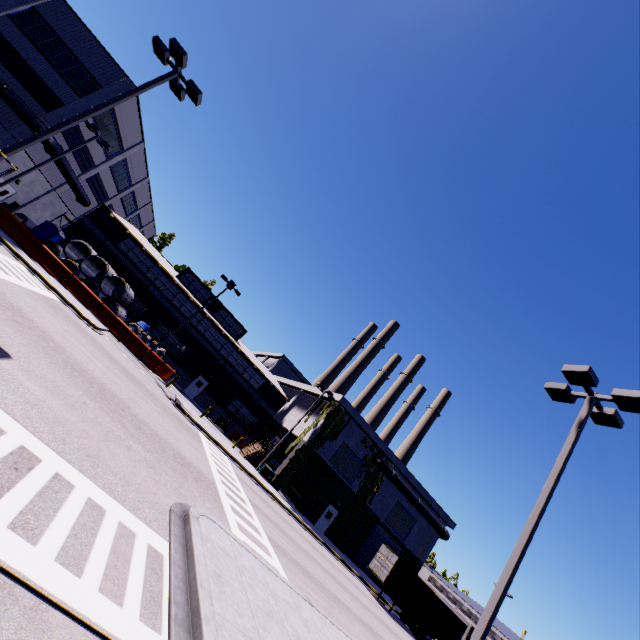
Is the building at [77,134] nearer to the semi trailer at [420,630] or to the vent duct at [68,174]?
the vent duct at [68,174]

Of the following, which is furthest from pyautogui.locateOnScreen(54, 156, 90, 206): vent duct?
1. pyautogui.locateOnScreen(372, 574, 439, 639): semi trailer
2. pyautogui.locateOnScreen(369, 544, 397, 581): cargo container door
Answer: pyautogui.locateOnScreen(369, 544, 397, 581): cargo container door

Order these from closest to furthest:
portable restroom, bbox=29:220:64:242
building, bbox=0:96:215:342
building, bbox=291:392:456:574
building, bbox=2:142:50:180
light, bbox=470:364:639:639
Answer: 1. light, bbox=470:364:639:639
2. building, bbox=2:142:50:180
3. portable restroom, bbox=29:220:64:242
4. building, bbox=0:96:215:342
5. building, bbox=291:392:456:574

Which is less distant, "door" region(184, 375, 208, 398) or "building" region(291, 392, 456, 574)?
"building" region(291, 392, 456, 574)

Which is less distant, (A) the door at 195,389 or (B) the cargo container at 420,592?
(B) the cargo container at 420,592

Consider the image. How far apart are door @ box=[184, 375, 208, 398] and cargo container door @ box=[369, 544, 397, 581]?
24.70m

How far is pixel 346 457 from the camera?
33.69m

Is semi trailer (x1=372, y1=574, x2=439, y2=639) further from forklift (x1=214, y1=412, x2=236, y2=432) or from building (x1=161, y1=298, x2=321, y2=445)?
forklift (x1=214, y1=412, x2=236, y2=432)
